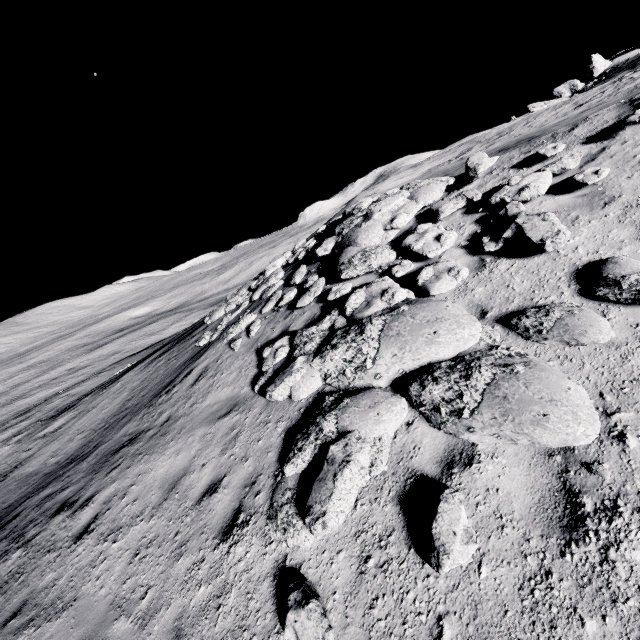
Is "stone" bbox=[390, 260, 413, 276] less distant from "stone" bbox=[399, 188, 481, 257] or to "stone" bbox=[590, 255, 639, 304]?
"stone" bbox=[399, 188, 481, 257]

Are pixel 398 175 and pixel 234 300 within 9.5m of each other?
no

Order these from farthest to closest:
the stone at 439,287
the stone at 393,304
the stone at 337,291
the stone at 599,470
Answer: the stone at 337,291 → the stone at 439,287 → the stone at 393,304 → the stone at 599,470

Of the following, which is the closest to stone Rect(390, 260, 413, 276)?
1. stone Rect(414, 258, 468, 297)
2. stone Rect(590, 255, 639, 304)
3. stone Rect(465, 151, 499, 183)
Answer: stone Rect(414, 258, 468, 297)

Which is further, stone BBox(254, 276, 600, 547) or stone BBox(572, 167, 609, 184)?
stone BBox(572, 167, 609, 184)

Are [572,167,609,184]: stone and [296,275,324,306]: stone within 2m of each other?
no

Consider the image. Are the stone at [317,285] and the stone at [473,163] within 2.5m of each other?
no

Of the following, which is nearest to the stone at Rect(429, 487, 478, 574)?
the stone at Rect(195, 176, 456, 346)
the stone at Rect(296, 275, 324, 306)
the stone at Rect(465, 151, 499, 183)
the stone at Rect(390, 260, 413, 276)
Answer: the stone at Rect(390, 260, 413, 276)
